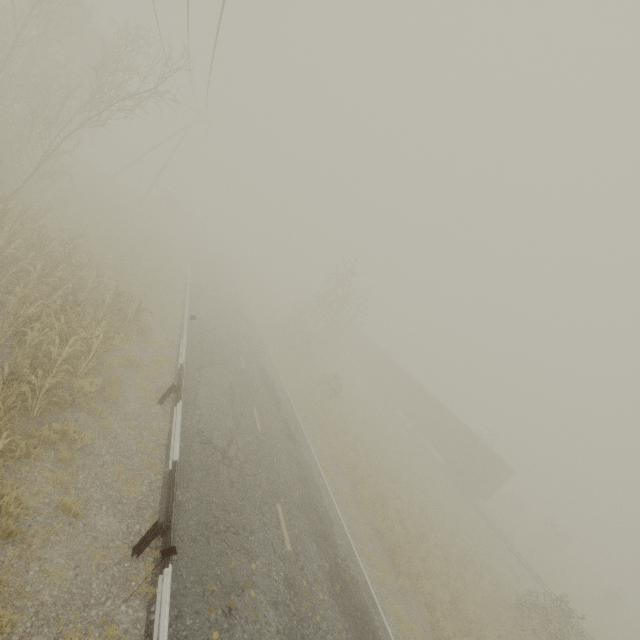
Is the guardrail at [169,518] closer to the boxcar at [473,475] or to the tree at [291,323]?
the tree at [291,323]

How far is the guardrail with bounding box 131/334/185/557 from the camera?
6.4m

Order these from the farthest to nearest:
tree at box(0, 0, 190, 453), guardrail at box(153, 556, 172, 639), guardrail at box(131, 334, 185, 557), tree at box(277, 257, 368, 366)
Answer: tree at box(277, 257, 368, 366), tree at box(0, 0, 190, 453), guardrail at box(131, 334, 185, 557), guardrail at box(153, 556, 172, 639)

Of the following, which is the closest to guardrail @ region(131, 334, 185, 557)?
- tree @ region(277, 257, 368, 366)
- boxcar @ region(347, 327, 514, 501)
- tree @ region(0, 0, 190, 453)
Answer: tree @ region(0, 0, 190, 453)

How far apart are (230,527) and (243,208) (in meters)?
→ 33.10

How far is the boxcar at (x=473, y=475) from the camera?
29.2m

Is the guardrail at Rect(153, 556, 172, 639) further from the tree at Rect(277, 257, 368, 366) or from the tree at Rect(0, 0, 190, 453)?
the tree at Rect(277, 257, 368, 366)

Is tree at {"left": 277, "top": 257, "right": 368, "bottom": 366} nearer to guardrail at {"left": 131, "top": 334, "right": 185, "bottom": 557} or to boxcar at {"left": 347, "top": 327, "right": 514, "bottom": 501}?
boxcar at {"left": 347, "top": 327, "right": 514, "bottom": 501}
